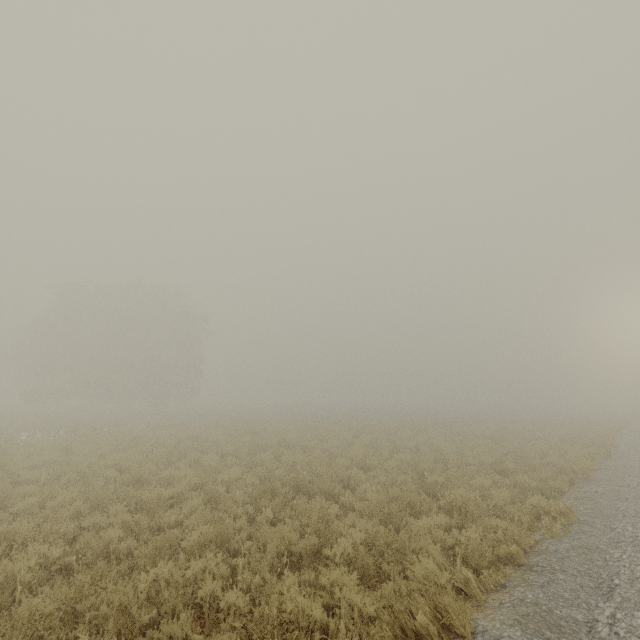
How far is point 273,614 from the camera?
3.9m
